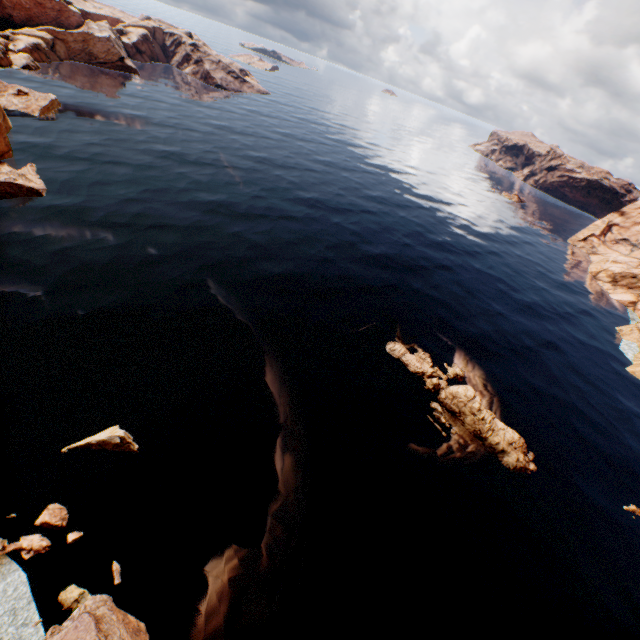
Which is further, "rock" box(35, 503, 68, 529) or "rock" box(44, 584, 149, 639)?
"rock" box(35, 503, 68, 529)

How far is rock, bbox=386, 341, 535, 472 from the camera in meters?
29.7 m

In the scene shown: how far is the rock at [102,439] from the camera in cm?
2117

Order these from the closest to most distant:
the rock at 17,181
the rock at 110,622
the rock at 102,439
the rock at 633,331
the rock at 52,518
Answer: the rock at 110,622 → the rock at 52,518 → the rock at 102,439 → the rock at 17,181 → the rock at 633,331

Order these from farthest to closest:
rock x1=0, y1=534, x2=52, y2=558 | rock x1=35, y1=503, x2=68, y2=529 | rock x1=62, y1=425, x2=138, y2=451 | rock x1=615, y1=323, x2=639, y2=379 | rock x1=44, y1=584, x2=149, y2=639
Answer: rock x1=615, y1=323, x2=639, y2=379 → rock x1=62, y1=425, x2=138, y2=451 → rock x1=35, y1=503, x2=68, y2=529 → rock x1=0, y1=534, x2=52, y2=558 → rock x1=44, y1=584, x2=149, y2=639

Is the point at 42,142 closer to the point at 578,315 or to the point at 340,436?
the point at 340,436

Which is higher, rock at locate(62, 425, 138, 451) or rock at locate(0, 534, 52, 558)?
rock at locate(62, 425, 138, 451)
